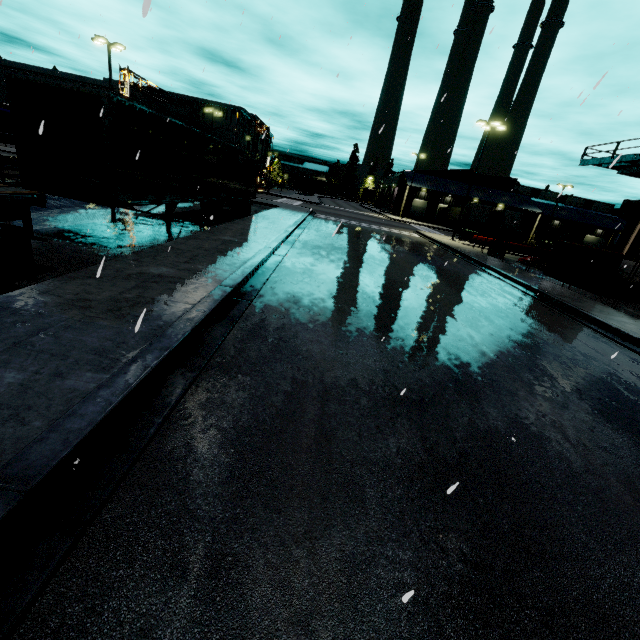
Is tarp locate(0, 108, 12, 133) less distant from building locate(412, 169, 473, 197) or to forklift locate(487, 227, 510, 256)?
building locate(412, 169, 473, 197)

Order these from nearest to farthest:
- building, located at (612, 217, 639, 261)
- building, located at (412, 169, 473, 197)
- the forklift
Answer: building, located at (612, 217, 639, 261) → the forklift → building, located at (412, 169, 473, 197)

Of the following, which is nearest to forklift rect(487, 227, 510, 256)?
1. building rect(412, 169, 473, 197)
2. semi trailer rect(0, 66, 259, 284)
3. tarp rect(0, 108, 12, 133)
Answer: building rect(412, 169, 473, 197)

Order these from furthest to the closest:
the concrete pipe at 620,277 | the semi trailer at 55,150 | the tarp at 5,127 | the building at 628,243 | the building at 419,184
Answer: Result: the building at 419,184 → the building at 628,243 → the tarp at 5,127 → the concrete pipe at 620,277 → the semi trailer at 55,150

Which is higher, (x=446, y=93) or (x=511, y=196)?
(x=511, y=196)

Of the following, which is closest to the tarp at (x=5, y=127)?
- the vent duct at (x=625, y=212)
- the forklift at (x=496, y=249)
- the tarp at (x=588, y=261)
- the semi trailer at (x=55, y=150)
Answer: the semi trailer at (x=55, y=150)

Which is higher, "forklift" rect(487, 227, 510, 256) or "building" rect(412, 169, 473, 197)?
"building" rect(412, 169, 473, 197)

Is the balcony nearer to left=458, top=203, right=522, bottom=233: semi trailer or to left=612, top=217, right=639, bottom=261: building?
left=612, top=217, right=639, bottom=261: building
